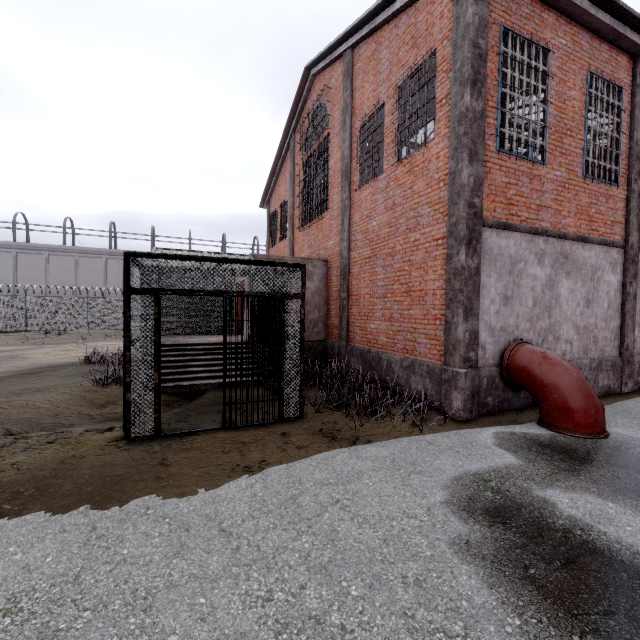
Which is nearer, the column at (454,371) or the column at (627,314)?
the column at (454,371)

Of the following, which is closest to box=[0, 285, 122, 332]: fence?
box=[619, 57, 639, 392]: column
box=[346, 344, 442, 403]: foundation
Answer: box=[346, 344, 442, 403]: foundation

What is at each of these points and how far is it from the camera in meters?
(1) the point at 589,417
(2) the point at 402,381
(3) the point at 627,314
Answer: (1) pipe, 5.6
(2) foundation, 8.1
(3) column, 8.7

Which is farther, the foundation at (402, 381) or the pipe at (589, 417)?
the foundation at (402, 381)

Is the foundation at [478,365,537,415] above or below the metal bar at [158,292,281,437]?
below

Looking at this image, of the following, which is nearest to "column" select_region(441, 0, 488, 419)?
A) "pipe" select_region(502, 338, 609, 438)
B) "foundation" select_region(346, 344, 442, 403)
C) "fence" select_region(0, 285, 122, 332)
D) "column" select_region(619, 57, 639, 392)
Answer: "foundation" select_region(346, 344, 442, 403)

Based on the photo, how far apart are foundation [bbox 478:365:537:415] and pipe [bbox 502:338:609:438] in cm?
5

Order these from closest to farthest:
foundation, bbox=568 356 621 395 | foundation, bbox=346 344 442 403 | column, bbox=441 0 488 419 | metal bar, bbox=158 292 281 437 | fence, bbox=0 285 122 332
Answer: metal bar, bbox=158 292 281 437 < column, bbox=441 0 488 419 < foundation, bbox=346 344 442 403 < foundation, bbox=568 356 621 395 < fence, bbox=0 285 122 332
